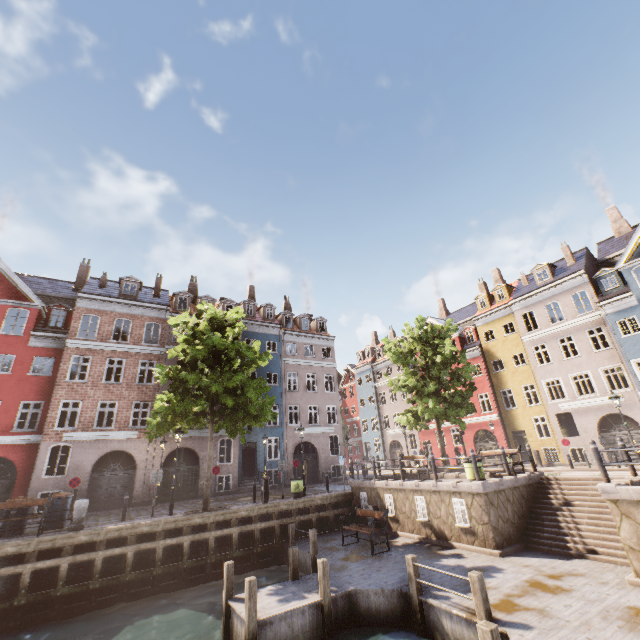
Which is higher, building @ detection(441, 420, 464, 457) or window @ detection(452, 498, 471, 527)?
building @ detection(441, 420, 464, 457)

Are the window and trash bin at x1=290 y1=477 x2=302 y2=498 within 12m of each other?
yes

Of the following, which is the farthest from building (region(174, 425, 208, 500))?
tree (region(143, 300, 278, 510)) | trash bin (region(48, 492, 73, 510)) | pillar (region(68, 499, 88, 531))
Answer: pillar (region(68, 499, 88, 531))

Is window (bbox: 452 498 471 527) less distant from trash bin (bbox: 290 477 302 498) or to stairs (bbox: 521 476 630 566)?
stairs (bbox: 521 476 630 566)

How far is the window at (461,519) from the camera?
12.0m

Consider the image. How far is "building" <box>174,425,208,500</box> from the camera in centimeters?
2208cm

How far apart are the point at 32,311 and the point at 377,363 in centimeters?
3578cm

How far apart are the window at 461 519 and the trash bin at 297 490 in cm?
840
